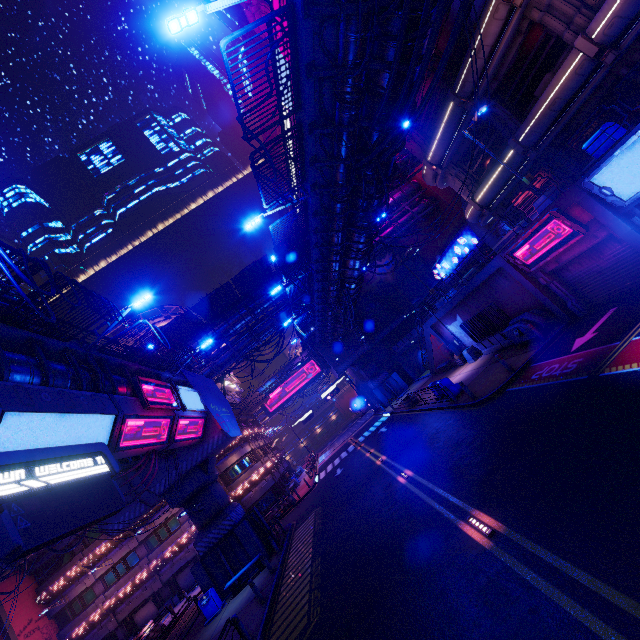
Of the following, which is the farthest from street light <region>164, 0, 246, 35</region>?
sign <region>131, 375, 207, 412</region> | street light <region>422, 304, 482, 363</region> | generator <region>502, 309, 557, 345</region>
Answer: street light <region>422, 304, 482, 363</region>

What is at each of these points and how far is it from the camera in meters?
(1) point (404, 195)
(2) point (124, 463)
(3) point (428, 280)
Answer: (1) walkway, 37.6
(2) pipe, 20.0
(3) walkway, 46.5

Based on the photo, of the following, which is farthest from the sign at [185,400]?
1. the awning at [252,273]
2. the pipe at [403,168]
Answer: the awning at [252,273]

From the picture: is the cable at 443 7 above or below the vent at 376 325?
above

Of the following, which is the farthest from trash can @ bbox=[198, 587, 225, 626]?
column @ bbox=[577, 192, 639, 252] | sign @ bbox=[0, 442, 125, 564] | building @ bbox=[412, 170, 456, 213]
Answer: building @ bbox=[412, 170, 456, 213]

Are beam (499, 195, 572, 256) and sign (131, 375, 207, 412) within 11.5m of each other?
no

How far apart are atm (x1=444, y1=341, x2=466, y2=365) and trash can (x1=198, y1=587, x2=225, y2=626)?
22.80m

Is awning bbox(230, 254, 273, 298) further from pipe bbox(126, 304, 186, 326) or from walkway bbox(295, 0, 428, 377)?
walkway bbox(295, 0, 428, 377)
